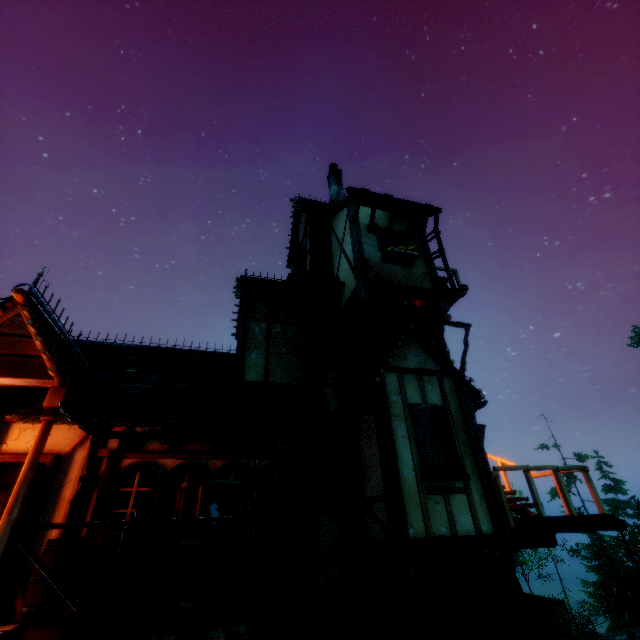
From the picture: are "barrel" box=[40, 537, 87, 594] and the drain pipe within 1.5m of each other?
yes

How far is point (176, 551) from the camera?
4.6 meters

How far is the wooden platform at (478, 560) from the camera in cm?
467

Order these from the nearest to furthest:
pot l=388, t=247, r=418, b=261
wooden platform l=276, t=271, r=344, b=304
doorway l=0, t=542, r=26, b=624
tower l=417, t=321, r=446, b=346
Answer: doorway l=0, t=542, r=26, b=624, pot l=388, t=247, r=418, b=261, wooden platform l=276, t=271, r=344, b=304, tower l=417, t=321, r=446, b=346

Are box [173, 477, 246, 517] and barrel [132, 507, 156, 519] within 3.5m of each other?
yes

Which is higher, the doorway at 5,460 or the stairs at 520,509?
the doorway at 5,460

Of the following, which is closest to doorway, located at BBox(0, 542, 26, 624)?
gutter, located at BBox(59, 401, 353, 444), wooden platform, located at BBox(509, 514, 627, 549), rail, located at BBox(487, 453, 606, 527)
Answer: gutter, located at BBox(59, 401, 353, 444)

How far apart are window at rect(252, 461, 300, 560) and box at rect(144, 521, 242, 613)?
0.0m
